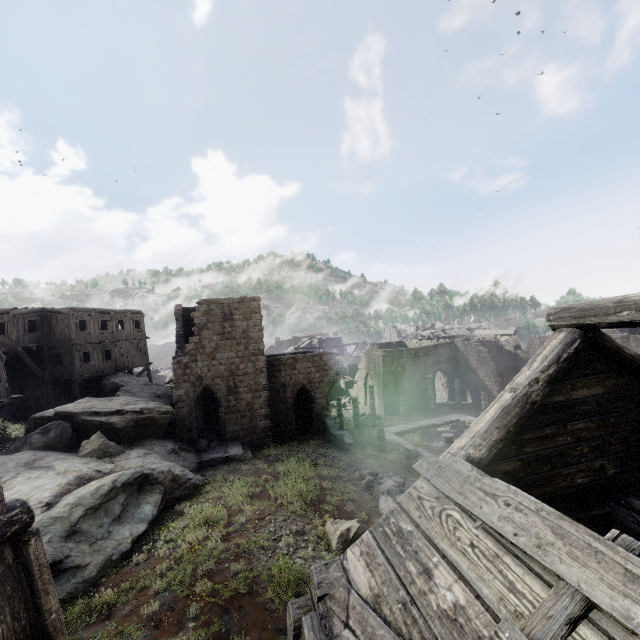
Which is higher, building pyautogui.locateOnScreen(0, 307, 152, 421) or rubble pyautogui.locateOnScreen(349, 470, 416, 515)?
building pyautogui.locateOnScreen(0, 307, 152, 421)

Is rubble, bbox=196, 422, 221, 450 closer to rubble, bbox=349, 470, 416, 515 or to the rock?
the rock

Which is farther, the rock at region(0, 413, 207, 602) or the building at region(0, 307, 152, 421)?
the building at region(0, 307, 152, 421)

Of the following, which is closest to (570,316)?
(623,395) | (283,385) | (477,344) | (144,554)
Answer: (623,395)

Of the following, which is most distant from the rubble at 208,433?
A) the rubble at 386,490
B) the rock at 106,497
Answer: the rubble at 386,490

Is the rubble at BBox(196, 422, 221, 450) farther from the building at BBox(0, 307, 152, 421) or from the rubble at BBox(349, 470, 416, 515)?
the rubble at BBox(349, 470, 416, 515)

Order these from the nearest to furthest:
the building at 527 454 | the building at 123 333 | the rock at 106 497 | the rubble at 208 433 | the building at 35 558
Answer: the building at 527 454, the building at 35 558, the rock at 106 497, the rubble at 208 433, the building at 123 333

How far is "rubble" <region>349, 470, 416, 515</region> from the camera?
14.5 meters
